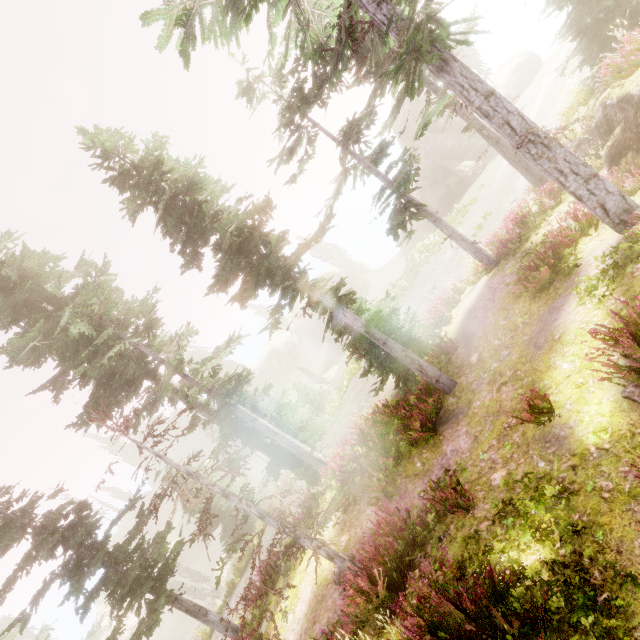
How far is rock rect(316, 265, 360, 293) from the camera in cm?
5450

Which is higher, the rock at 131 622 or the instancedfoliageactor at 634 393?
the instancedfoliageactor at 634 393

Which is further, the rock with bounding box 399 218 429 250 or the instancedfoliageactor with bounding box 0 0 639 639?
the rock with bounding box 399 218 429 250

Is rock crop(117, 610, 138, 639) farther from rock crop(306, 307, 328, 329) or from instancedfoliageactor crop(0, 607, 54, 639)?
rock crop(306, 307, 328, 329)

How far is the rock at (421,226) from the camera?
44.91m

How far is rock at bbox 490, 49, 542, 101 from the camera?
38.6m

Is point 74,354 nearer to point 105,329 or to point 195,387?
point 105,329
